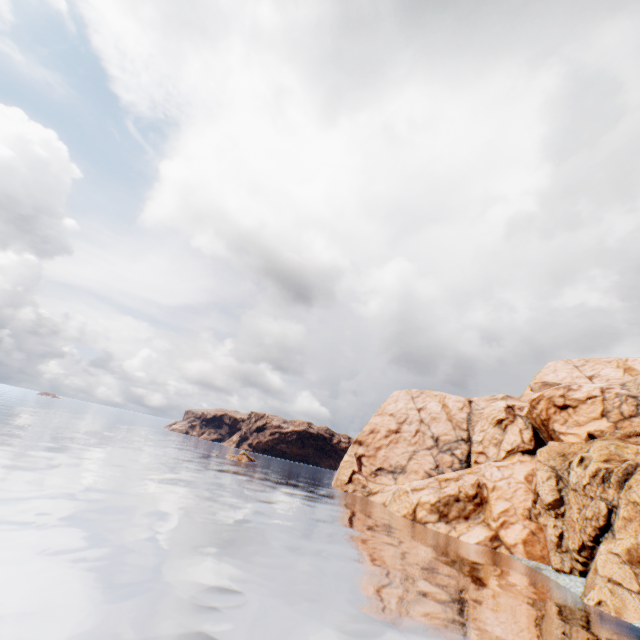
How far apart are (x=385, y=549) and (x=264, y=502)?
15.6 meters
